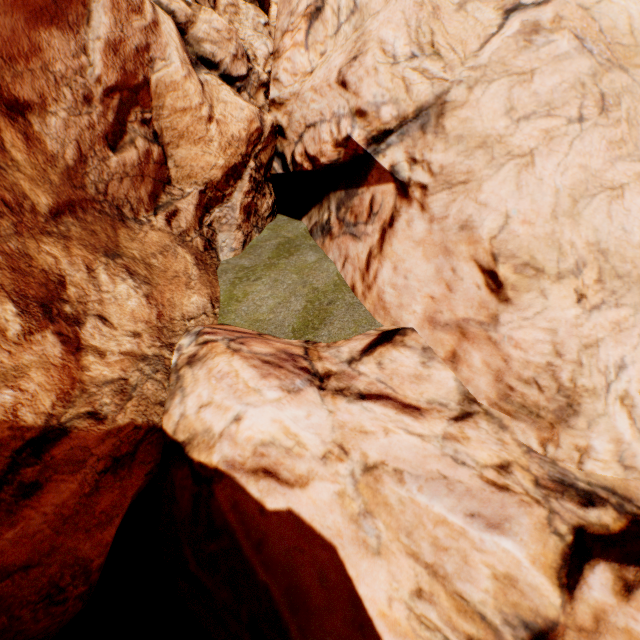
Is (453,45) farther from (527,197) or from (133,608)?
(133,608)
